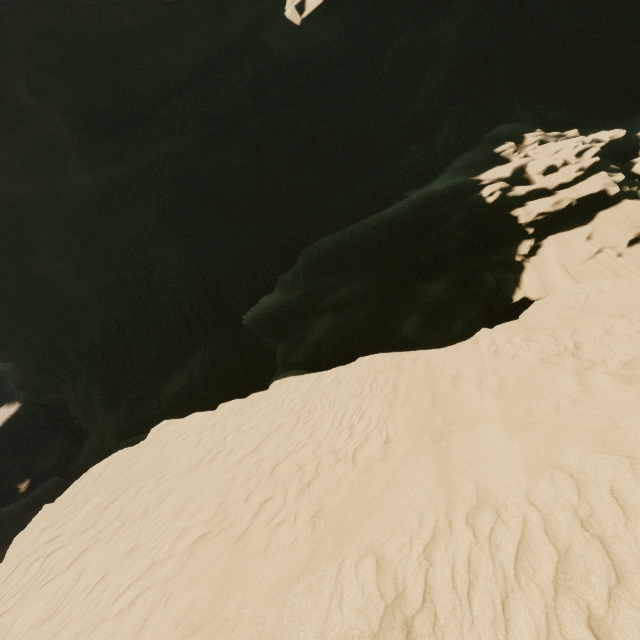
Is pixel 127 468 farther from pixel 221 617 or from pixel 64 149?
pixel 64 149
